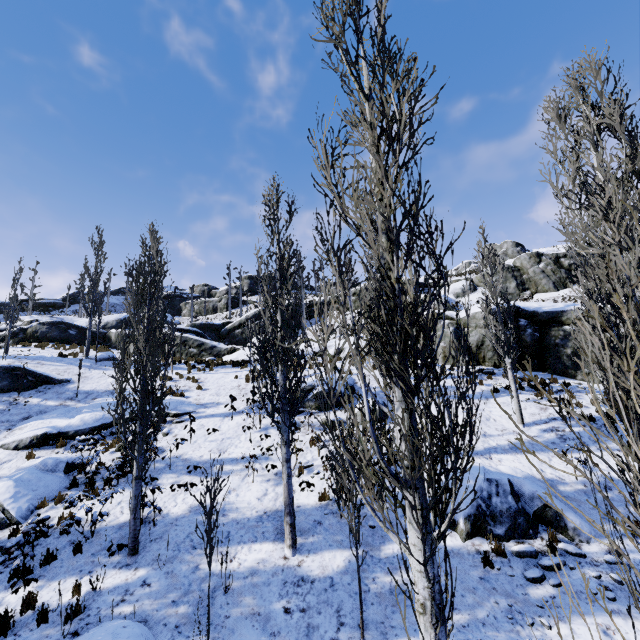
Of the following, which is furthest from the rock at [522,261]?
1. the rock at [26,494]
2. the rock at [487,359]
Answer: the rock at [26,494]

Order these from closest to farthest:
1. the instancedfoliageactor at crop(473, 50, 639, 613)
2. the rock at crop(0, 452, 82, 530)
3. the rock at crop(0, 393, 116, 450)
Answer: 1. the instancedfoliageactor at crop(473, 50, 639, 613)
2. the rock at crop(0, 452, 82, 530)
3. the rock at crop(0, 393, 116, 450)

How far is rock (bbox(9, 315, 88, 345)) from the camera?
26.38m

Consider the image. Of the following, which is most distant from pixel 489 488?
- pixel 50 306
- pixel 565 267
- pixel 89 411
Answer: pixel 50 306

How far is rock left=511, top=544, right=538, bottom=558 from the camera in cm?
746

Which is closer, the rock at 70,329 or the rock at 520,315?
the rock at 520,315

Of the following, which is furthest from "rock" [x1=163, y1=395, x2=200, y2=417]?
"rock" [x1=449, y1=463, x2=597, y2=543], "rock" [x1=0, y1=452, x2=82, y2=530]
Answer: "rock" [x1=449, y1=463, x2=597, y2=543]
